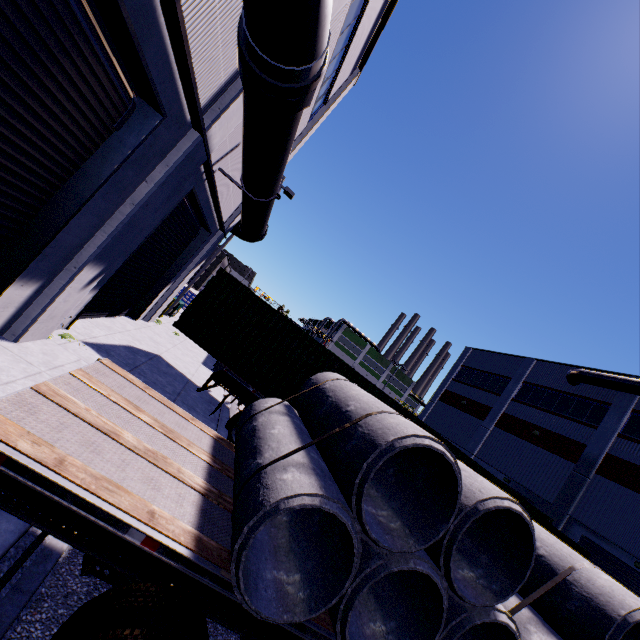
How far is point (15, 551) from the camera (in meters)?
2.86

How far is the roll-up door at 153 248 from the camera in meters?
8.4

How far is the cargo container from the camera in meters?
9.0

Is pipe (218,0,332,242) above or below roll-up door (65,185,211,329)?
above

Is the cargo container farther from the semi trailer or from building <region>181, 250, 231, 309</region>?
building <region>181, 250, 231, 309</region>

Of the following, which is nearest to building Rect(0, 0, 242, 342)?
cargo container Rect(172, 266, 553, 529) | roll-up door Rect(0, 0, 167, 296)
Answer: roll-up door Rect(0, 0, 167, 296)

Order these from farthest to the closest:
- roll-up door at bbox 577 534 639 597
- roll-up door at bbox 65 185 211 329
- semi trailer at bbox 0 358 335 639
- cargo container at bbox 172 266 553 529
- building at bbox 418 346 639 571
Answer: building at bbox 418 346 639 571, roll-up door at bbox 577 534 639 597, cargo container at bbox 172 266 553 529, roll-up door at bbox 65 185 211 329, semi trailer at bbox 0 358 335 639

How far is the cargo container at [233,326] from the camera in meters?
9.0
